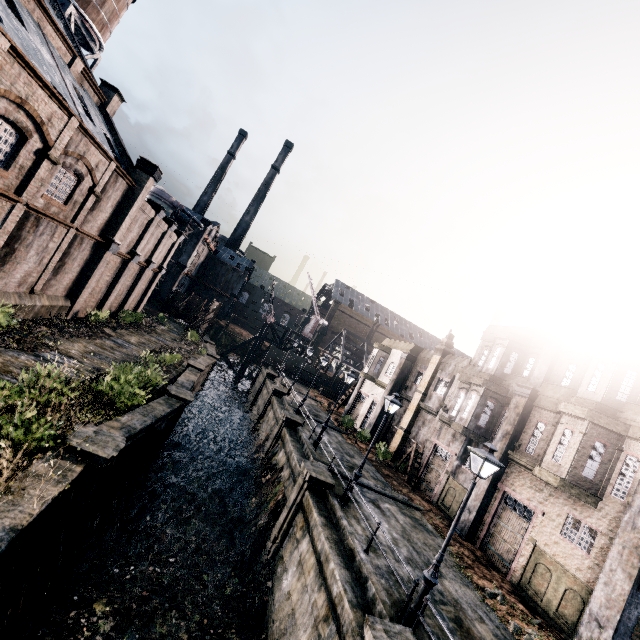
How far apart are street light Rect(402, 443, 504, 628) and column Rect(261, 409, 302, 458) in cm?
1515

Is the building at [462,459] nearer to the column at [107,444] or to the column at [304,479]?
the column at [304,479]

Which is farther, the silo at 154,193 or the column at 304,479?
the silo at 154,193

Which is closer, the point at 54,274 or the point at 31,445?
the point at 31,445

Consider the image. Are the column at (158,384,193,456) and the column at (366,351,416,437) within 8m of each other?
no

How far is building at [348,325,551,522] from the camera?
21.1 meters

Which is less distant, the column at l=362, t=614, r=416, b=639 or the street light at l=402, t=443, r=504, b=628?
the column at l=362, t=614, r=416, b=639

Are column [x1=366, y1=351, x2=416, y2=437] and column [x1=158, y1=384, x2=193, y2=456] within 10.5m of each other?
no
